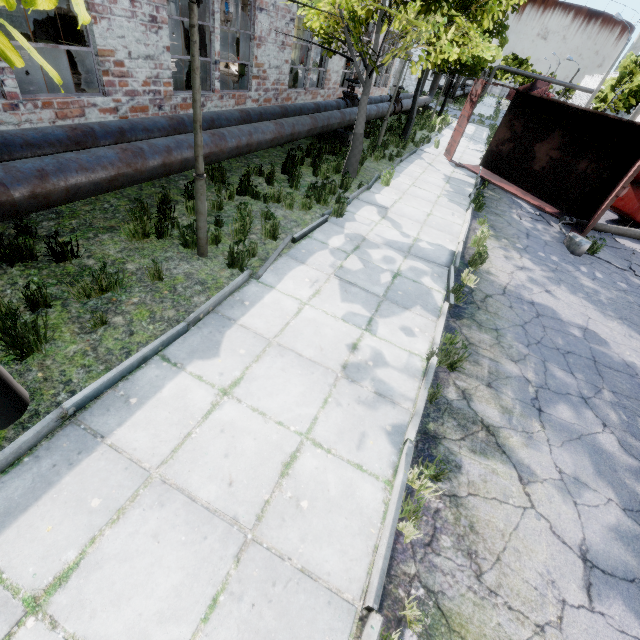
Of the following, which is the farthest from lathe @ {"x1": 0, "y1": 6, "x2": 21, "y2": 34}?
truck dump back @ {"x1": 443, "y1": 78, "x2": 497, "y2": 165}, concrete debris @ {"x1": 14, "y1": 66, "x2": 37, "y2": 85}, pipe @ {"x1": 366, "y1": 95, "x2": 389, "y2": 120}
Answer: truck dump back @ {"x1": 443, "y1": 78, "x2": 497, "y2": 165}

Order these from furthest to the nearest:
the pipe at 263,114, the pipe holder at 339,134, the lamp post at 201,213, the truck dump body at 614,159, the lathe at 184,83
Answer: the pipe holder at 339,134 → the truck dump body at 614,159 → the lathe at 184,83 → the pipe at 263,114 → the lamp post at 201,213

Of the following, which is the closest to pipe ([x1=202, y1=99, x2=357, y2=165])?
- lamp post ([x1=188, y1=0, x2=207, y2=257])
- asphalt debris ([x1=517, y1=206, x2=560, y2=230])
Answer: lamp post ([x1=188, y1=0, x2=207, y2=257])

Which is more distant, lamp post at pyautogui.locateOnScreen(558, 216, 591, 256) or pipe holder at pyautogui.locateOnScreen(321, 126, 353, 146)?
pipe holder at pyautogui.locateOnScreen(321, 126, 353, 146)

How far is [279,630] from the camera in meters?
2.3

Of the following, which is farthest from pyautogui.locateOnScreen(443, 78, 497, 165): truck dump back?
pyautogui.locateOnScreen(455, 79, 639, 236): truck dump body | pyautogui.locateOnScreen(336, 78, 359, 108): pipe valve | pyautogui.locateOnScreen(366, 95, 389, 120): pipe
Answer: pyautogui.locateOnScreen(336, 78, 359, 108): pipe valve

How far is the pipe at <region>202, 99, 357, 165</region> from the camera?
6.43m

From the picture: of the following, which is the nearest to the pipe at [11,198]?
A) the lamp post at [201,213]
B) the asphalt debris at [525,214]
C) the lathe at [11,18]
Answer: the lamp post at [201,213]
